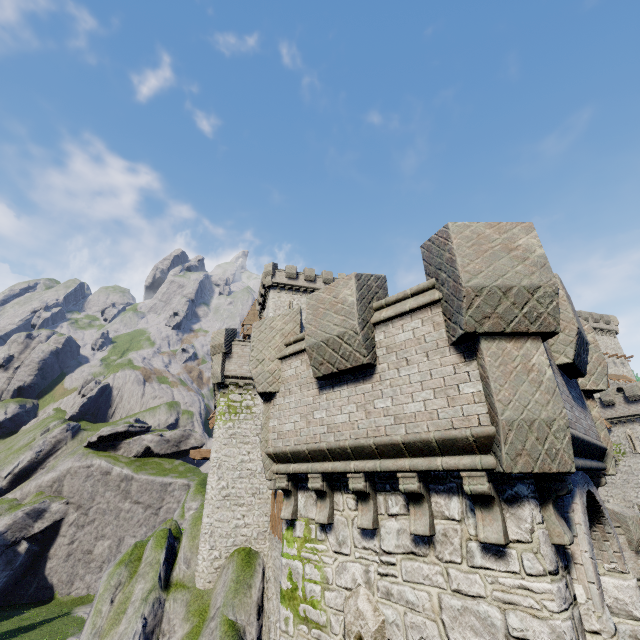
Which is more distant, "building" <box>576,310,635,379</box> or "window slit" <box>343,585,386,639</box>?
"building" <box>576,310,635,379</box>

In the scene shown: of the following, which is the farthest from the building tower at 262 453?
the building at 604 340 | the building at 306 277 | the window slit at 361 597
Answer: the building at 604 340

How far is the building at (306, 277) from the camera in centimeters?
4064cm

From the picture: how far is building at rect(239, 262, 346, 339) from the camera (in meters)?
40.64

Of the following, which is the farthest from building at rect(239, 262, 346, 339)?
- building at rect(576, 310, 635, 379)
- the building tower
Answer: building at rect(576, 310, 635, 379)

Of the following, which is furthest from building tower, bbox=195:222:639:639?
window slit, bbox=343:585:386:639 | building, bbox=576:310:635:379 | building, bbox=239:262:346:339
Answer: building, bbox=576:310:635:379

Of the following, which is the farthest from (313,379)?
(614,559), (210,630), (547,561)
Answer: (210,630)

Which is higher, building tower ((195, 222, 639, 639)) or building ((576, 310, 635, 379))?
building ((576, 310, 635, 379))
